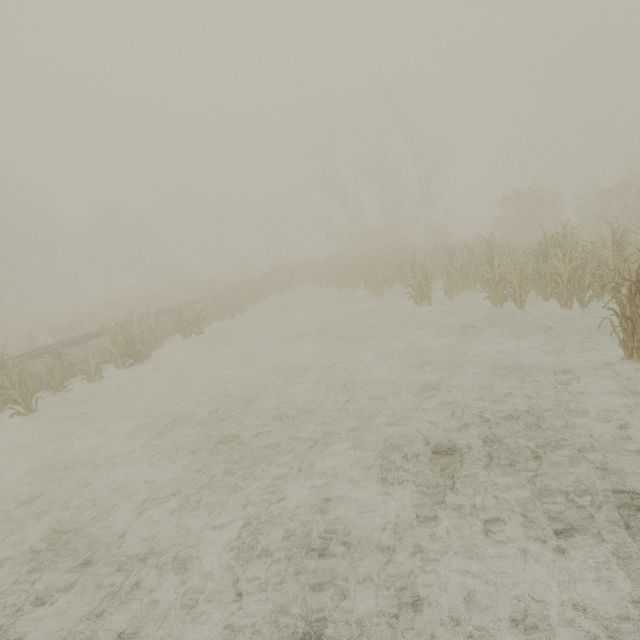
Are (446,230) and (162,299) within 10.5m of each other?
no
